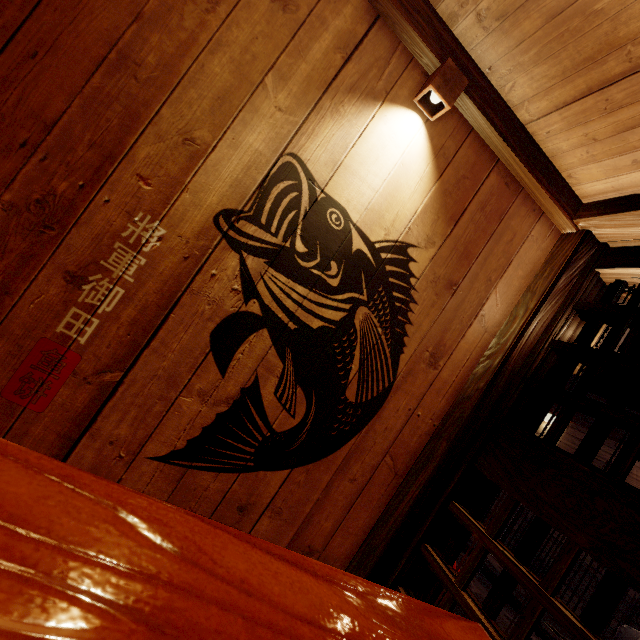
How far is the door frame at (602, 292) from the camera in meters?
3.3

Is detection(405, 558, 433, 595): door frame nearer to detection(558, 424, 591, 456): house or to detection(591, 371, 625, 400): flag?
detection(591, 371, 625, 400): flag

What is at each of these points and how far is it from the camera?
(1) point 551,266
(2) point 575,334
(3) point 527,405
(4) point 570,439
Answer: (1) wood pole, 3.3m
(2) door frame, 3.3m
(3) door frame, 3.2m
(4) house, 10.9m

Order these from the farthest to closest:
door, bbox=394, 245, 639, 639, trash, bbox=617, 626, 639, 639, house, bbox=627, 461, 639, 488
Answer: house, bbox=627, 461, 639, 488, trash, bbox=617, 626, 639, 639, door, bbox=394, 245, 639, 639

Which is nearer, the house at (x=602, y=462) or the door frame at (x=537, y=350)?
the door frame at (x=537, y=350)

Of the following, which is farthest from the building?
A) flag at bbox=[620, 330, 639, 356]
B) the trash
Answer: the trash

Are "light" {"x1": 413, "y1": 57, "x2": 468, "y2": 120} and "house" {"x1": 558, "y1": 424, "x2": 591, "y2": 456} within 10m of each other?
no

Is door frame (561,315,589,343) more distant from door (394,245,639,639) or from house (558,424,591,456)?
house (558,424,591,456)
